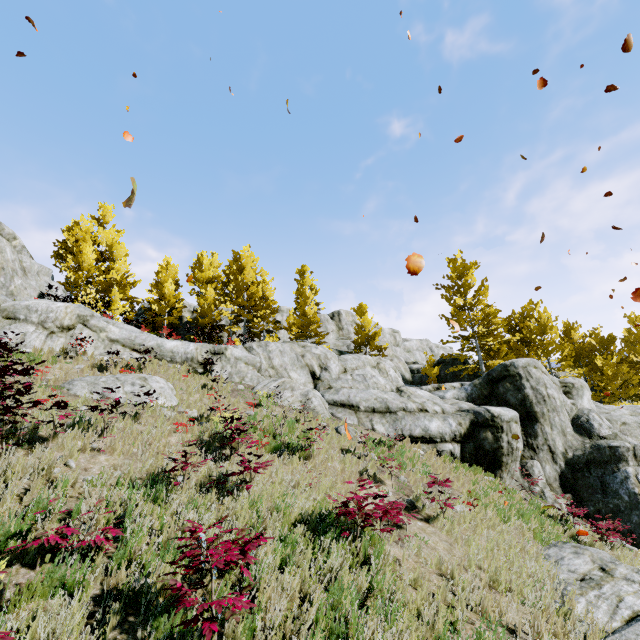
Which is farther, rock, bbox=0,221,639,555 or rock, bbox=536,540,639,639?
rock, bbox=0,221,639,555

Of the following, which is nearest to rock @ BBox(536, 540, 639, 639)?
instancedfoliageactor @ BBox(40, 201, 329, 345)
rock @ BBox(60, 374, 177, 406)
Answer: instancedfoliageactor @ BBox(40, 201, 329, 345)

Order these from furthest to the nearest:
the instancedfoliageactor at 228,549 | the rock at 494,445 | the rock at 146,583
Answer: the rock at 494,445, the rock at 146,583, the instancedfoliageactor at 228,549

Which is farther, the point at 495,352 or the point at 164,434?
the point at 495,352

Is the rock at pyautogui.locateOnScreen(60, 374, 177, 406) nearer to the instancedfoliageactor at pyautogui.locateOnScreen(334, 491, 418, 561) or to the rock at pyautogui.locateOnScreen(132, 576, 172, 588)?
the rock at pyautogui.locateOnScreen(132, 576, 172, 588)

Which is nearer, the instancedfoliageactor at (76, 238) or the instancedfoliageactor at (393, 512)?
the instancedfoliageactor at (393, 512)
